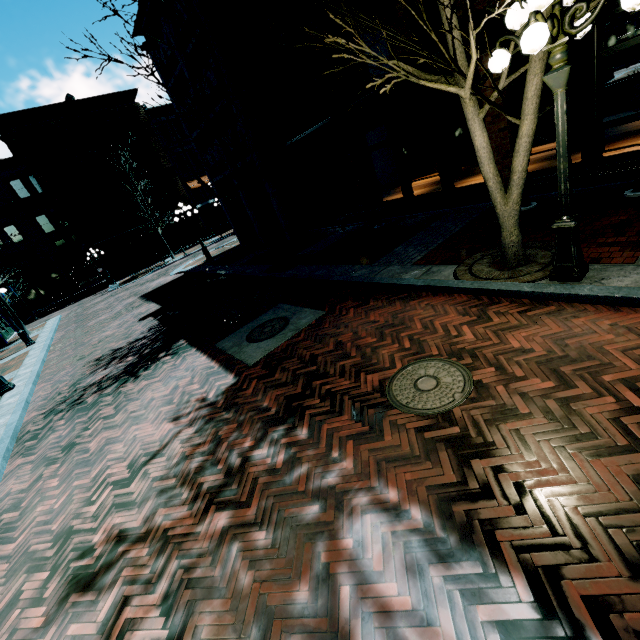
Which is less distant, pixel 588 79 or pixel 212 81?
pixel 588 79

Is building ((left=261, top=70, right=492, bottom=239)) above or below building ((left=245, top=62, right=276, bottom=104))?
below

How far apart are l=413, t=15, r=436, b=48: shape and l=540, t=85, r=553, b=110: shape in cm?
502

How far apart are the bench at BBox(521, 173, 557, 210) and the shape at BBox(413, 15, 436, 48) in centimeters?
801cm

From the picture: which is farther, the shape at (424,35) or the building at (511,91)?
the shape at (424,35)

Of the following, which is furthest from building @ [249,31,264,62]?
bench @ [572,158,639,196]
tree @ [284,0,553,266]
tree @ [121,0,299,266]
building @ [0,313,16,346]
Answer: building @ [0,313,16,346]

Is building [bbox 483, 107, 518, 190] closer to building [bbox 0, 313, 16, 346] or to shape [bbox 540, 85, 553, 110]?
shape [bbox 540, 85, 553, 110]

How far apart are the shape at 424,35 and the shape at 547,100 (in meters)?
5.02
